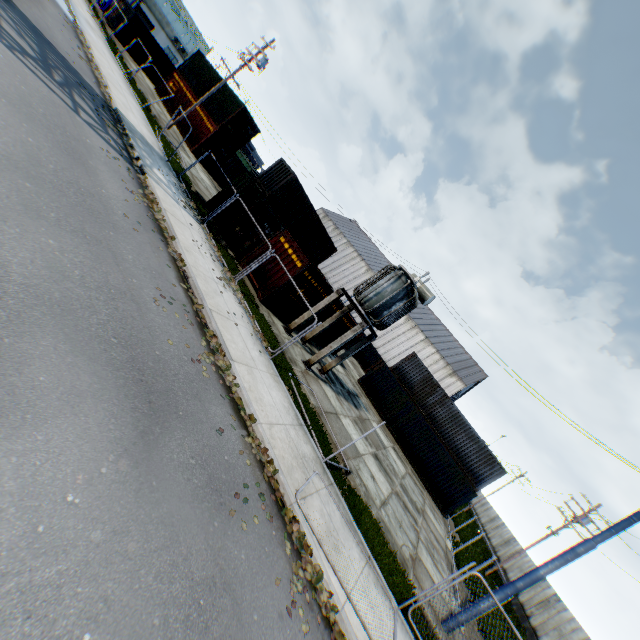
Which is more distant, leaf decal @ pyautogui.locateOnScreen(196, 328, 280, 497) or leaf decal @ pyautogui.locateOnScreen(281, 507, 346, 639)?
leaf decal @ pyautogui.locateOnScreen(196, 328, 280, 497)

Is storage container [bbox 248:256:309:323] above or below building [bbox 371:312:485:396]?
below

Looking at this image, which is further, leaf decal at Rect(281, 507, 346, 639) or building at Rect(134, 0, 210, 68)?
building at Rect(134, 0, 210, 68)

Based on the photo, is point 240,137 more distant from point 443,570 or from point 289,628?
point 443,570

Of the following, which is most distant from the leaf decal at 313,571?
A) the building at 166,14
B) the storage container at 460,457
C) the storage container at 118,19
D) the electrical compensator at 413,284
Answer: the building at 166,14

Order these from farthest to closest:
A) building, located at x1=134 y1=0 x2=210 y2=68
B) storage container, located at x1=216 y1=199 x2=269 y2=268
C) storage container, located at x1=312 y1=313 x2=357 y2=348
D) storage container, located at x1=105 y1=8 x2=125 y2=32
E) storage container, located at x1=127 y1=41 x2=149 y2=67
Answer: building, located at x1=134 y1=0 x2=210 y2=68 < storage container, located at x1=127 y1=41 x2=149 y2=67 < storage container, located at x1=105 y1=8 x2=125 y2=32 < storage container, located at x1=312 y1=313 x2=357 y2=348 < storage container, located at x1=216 y1=199 x2=269 y2=268

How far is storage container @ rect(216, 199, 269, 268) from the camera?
16.2m

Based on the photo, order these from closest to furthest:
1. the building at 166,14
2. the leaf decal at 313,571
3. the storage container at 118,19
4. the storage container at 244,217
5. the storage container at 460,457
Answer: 1. the leaf decal at 313,571
2. the storage container at 244,217
3. the storage container at 460,457
4. the storage container at 118,19
5. the building at 166,14
